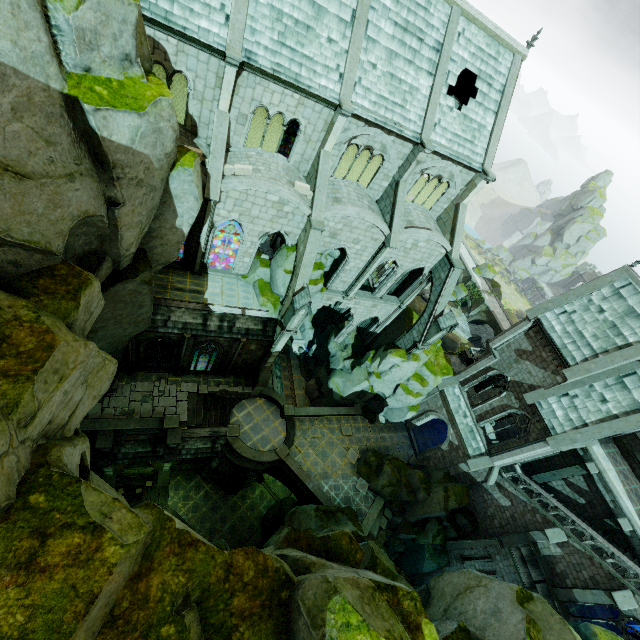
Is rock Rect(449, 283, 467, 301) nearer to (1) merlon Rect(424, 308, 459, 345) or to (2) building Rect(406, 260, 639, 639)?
(2) building Rect(406, 260, 639, 639)

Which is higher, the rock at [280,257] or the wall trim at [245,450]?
the rock at [280,257]

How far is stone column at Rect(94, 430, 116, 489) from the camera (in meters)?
19.97

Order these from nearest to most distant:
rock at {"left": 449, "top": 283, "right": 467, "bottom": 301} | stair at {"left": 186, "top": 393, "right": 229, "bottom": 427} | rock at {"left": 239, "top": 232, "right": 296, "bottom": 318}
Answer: rock at {"left": 239, "top": 232, "right": 296, "bottom": 318} < stair at {"left": 186, "top": 393, "right": 229, "bottom": 427} < rock at {"left": 449, "top": 283, "right": 467, "bottom": 301}

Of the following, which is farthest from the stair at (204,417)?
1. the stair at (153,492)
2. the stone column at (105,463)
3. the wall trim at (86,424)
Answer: the stair at (153,492)

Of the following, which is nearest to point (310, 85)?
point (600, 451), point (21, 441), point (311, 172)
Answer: point (311, 172)

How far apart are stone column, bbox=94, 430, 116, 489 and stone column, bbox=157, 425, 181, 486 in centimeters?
295cm

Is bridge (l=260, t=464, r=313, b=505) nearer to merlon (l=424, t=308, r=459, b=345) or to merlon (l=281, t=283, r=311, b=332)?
merlon (l=281, t=283, r=311, b=332)
